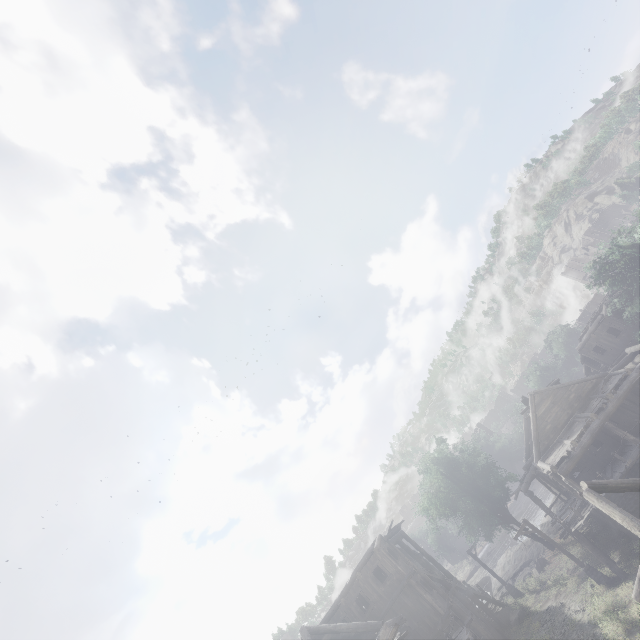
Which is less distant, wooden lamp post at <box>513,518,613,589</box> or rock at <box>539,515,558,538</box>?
wooden lamp post at <box>513,518,613,589</box>

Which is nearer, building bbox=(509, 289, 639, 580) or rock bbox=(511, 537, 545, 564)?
building bbox=(509, 289, 639, 580)

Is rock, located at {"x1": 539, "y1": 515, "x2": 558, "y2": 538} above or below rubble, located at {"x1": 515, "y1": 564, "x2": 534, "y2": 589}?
below

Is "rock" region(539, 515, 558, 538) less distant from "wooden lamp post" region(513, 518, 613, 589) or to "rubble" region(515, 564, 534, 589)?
"rubble" region(515, 564, 534, 589)

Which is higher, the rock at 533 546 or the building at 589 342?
the building at 589 342

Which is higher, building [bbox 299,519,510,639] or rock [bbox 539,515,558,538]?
building [bbox 299,519,510,639]

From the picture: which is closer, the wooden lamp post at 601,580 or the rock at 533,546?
the wooden lamp post at 601,580

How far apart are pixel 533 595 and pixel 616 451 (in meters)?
13.54
